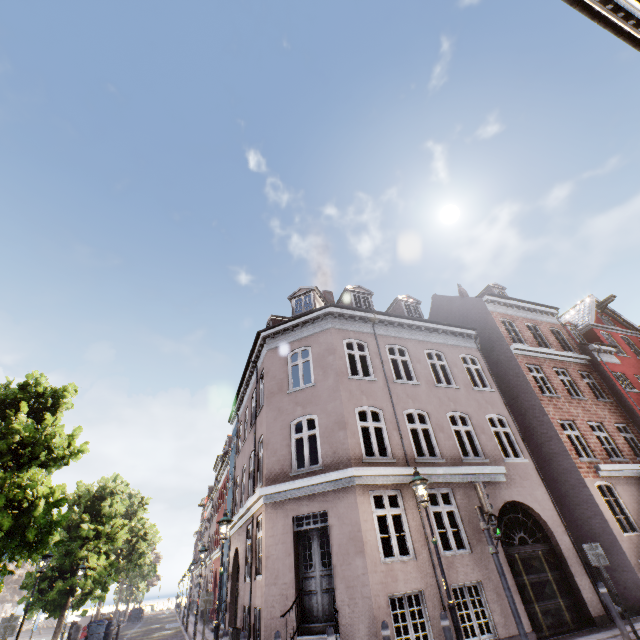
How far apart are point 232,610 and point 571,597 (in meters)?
13.03

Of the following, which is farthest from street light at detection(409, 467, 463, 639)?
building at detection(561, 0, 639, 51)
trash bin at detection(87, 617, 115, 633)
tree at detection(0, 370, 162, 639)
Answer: trash bin at detection(87, 617, 115, 633)

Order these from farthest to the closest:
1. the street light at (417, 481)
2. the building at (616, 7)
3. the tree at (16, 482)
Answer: the tree at (16, 482) < the building at (616, 7) < the street light at (417, 481)

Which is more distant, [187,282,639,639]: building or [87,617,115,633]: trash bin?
[87,617,115,633]: trash bin

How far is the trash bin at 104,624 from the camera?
18.50m

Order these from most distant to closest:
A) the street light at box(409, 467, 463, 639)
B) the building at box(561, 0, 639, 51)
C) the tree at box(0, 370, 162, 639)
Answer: the tree at box(0, 370, 162, 639), the building at box(561, 0, 639, 51), the street light at box(409, 467, 463, 639)

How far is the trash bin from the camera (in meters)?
18.50
